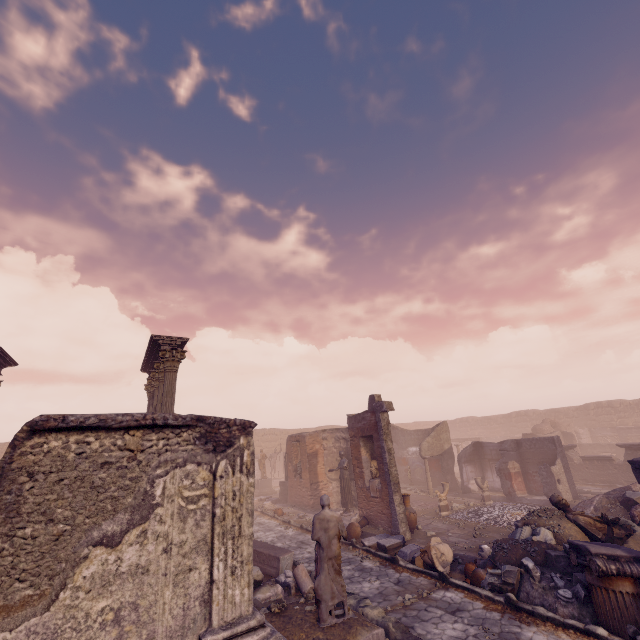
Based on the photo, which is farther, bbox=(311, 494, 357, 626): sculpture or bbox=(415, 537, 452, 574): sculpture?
bbox=(415, 537, 452, 574): sculpture

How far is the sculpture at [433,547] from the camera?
8.2m

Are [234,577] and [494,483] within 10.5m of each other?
no

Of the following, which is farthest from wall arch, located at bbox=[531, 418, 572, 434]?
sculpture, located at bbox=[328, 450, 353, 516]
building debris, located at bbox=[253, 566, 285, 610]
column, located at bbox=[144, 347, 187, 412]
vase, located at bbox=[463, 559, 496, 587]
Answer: column, located at bbox=[144, 347, 187, 412]

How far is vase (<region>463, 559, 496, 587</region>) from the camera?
7.73m

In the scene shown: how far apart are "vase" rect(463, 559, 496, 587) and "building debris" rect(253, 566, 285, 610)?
3.8 meters

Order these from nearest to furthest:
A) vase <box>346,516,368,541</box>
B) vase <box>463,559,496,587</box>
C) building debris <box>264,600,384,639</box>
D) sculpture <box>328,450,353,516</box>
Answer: building debris <box>264,600,384,639</box>
vase <box>463,559,496,587</box>
vase <box>346,516,368,541</box>
sculpture <box>328,450,353,516</box>

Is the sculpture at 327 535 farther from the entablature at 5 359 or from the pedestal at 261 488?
the pedestal at 261 488
